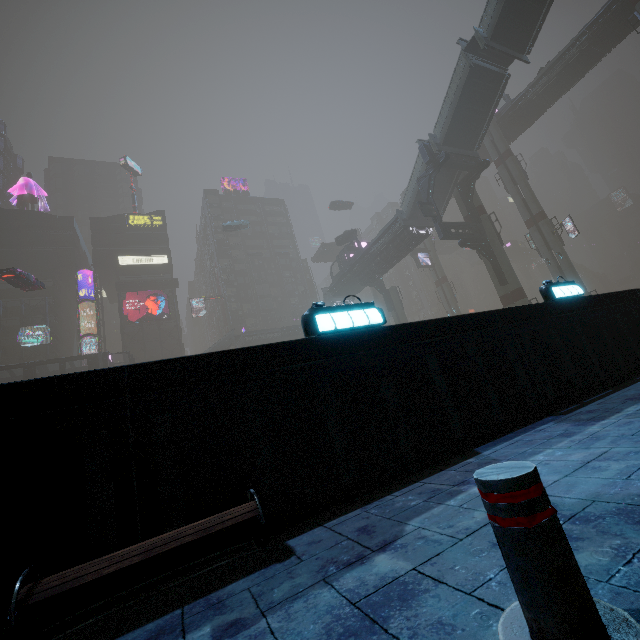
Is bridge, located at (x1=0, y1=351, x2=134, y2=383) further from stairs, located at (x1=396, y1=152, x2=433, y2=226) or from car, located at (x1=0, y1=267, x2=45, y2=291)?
stairs, located at (x1=396, y1=152, x2=433, y2=226)

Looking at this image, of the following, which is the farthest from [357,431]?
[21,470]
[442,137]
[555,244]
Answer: [555,244]

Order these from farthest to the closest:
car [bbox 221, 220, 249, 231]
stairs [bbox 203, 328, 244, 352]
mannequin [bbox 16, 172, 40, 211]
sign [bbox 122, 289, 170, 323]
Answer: mannequin [bbox 16, 172, 40, 211] < sign [bbox 122, 289, 170, 323] < car [bbox 221, 220, 249, 231] < stairs [bbox 203, 328, 244, 352]

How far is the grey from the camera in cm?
4425

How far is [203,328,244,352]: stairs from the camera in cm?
4591

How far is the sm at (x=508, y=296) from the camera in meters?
28.9

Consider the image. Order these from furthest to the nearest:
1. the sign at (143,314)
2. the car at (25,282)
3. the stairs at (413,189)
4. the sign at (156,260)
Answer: the sign at (156,260) → the sign at (143,314) → the stairs at (413,189) → the car at (25,282)

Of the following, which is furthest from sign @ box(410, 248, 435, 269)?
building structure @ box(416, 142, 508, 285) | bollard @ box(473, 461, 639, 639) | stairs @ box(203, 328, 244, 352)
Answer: bollard @ box(473, 461, 639, 639)
